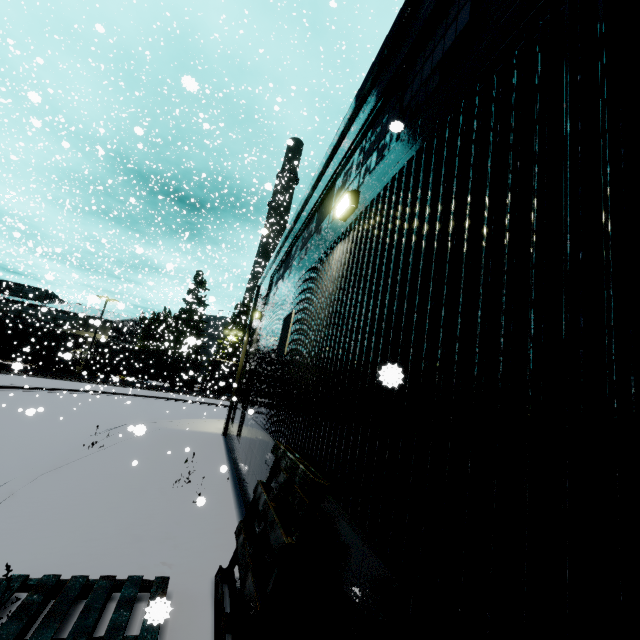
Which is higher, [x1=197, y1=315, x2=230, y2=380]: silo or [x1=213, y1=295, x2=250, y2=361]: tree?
[x1=197, y1=315, x2=230, y2=380]: silo

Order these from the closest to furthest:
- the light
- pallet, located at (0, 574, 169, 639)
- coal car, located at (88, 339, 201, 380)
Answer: pallet, located at (0, 574, 169, 639), the light, coal car, located at (88, 339, 201, 380)

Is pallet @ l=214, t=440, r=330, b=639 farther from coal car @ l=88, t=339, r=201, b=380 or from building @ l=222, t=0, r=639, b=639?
coal car @ l=88, t=339, r=201, b=380

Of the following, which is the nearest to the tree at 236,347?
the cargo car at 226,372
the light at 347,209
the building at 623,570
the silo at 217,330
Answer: the silo at 217,330

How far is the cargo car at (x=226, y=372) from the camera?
38.0m

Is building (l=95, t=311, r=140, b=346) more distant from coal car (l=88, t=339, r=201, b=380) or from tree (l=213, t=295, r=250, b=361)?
tree (l=213, t=295, r=250, b=361)

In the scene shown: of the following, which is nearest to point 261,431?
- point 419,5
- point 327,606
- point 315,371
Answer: point 315,371

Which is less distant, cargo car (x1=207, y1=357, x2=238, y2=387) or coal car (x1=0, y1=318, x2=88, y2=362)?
coal car (x1=0, y1=318, x2=88, y2=362)
